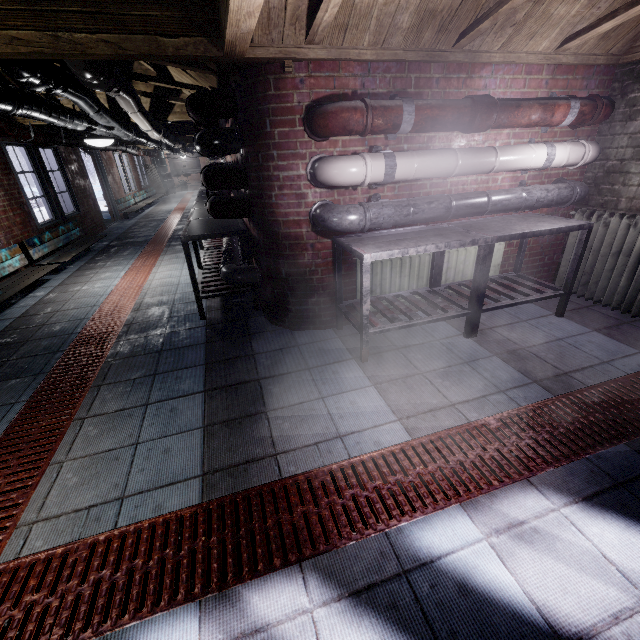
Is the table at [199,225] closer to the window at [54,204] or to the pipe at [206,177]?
the pipe at [206,177]

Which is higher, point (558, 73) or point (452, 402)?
point (558, 73)

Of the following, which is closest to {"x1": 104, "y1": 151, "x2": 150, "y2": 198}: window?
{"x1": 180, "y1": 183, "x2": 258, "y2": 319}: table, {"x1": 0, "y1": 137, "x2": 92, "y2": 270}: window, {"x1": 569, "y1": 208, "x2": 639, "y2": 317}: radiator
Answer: {"x1": 180, "y1": 183, "x2": 258, "y2": 319}: table

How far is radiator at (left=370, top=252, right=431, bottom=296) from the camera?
2.87m

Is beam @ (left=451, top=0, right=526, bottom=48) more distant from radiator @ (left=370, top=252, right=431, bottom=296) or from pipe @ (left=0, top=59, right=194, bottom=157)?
pipe @ (left=0, top=59, right=194, bottom=157)

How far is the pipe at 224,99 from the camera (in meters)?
2.40

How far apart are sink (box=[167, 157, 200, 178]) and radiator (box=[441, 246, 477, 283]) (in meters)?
18.87

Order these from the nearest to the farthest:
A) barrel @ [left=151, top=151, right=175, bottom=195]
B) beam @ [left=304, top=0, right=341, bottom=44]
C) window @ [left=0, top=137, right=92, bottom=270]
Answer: beam @ [left=304, top=0, right=341, bottom=44] → window @ [left=0, top=137, right=92, bottom=270] → barrel @ [left=151, top=151, right=175, bottom=195]
